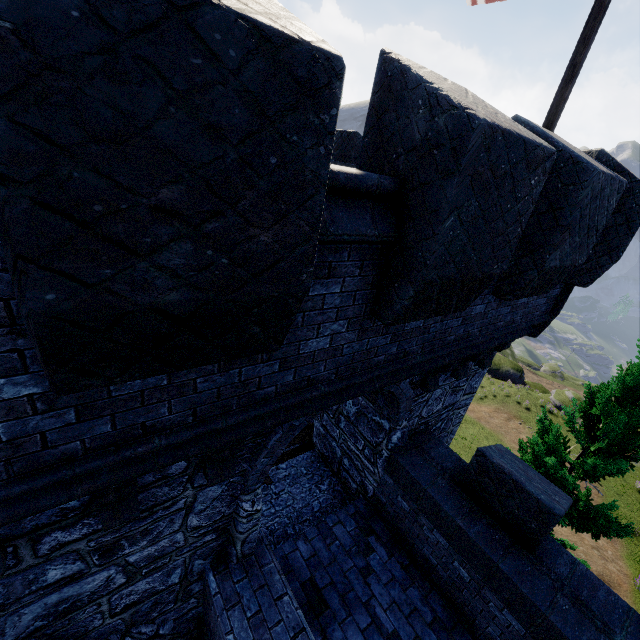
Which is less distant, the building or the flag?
the building

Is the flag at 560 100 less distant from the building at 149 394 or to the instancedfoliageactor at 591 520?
the building at 149 394

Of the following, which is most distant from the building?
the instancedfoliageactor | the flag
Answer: the instancedfoliageactor

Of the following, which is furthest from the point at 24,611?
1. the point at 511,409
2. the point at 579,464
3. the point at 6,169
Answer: the point at 511,409

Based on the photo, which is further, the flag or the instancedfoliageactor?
the instancedfoliageactor

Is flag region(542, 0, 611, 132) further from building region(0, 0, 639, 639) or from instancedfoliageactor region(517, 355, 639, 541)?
instancedfoliageactor region(517, 355, 639, 541)

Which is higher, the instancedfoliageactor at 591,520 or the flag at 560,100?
the flag at 560,100
